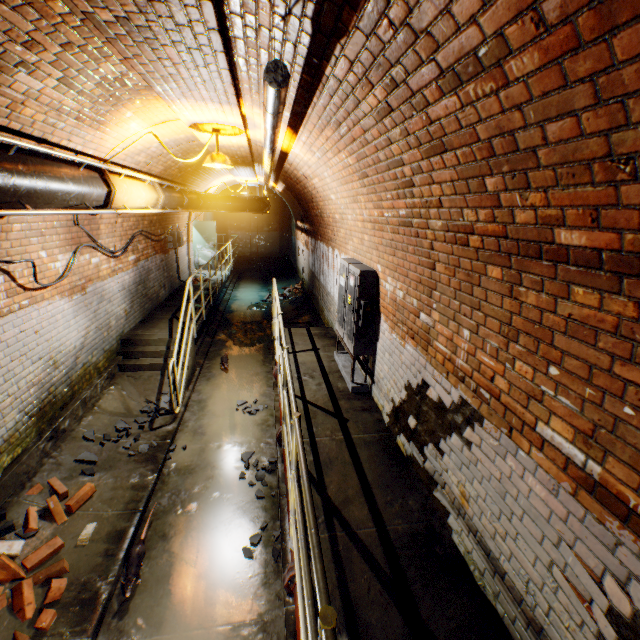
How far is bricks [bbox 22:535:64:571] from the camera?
3.1m

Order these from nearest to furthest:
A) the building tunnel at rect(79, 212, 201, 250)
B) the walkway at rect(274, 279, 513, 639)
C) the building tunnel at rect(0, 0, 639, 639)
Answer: the building tunnel at rect(0, 0, 639, 639)
the walkway at rect(274, 279, 513, 639)
the building tunnel at rect(79, 212, 201, 250)

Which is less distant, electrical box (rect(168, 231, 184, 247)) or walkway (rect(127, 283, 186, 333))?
walkway (rect(127, 283, 186, 333))

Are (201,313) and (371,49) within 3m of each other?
no

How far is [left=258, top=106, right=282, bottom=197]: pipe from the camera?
2.4m

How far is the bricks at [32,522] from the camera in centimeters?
335cm

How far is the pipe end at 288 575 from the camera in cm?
287

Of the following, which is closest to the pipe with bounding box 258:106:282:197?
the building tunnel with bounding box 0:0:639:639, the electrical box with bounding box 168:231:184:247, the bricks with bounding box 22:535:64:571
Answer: the building tunnel with bounding box 0:0:639:639
